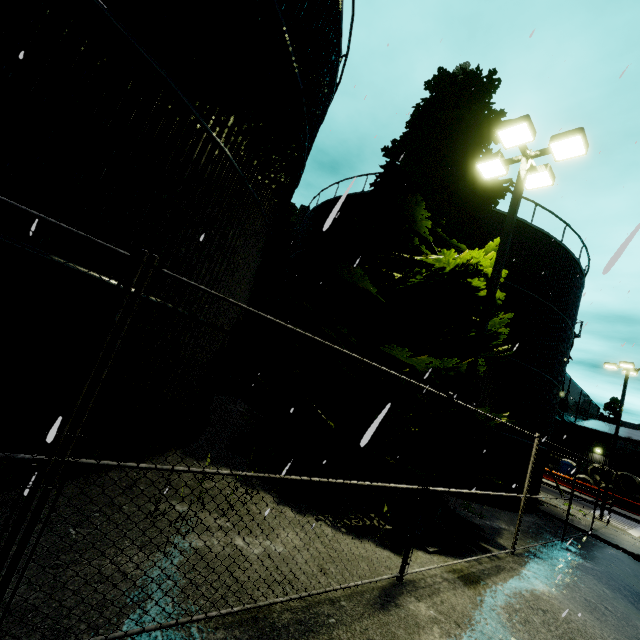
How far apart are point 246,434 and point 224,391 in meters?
8.2 m

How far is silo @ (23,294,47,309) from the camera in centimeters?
394cm

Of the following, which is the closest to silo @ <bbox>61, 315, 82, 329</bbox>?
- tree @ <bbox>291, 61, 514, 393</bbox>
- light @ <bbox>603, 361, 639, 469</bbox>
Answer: tree @ <bbox>291, 61, 514, 393</bbox>

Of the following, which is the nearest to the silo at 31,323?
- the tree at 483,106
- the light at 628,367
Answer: the tree at 483,106

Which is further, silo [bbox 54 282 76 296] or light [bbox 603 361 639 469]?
light [bbox 603 361 639 469]

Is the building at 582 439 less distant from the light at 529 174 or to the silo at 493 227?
the silo at 493 227

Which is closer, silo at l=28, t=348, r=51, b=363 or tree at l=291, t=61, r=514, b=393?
silo at l=28, t=348, r=51, b=363

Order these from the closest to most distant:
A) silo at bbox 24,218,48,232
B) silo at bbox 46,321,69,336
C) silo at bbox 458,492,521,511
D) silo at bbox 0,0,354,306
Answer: silo at bbox 24,218,48,232
silo at bbox 0,0,354,306
silo at bbox 46,321,69,336
silo at bbox 458,492,521,511
